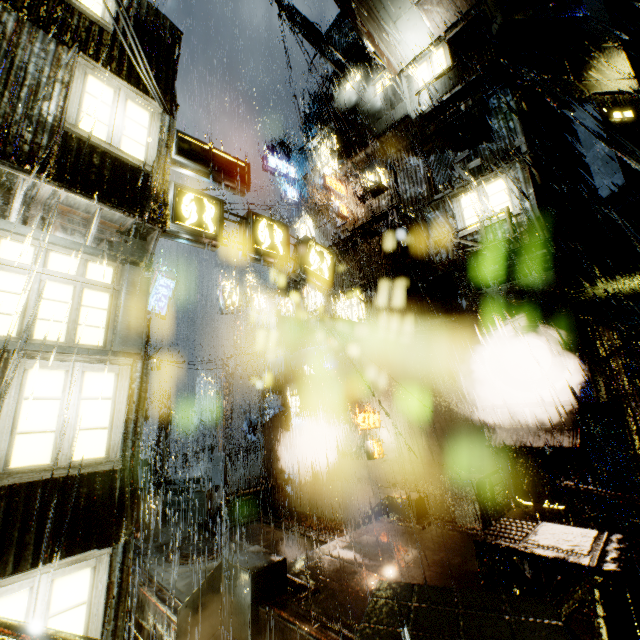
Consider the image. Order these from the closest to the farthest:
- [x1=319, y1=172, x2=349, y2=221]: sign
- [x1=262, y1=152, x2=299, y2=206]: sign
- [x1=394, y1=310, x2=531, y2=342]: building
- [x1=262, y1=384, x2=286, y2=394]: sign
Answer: [x1=394, y1=310, x2=531, y2=342]: building
[x1=319, y1=172, x2=349, y2=221]: sign
[x1=262, y1=384, x2=286, y2=394]: sign
[x1=262, y1=152, x2=299, y2=206]: sign

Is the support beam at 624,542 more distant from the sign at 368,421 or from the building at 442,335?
the sign at 368,421

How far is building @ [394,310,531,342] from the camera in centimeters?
1284cm

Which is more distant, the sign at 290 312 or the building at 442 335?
the sign at 290 312

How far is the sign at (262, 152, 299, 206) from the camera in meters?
23.6

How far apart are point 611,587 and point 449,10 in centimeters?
2036cm

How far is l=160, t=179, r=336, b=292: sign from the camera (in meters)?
7.96

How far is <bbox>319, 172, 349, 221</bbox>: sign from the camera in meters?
17.9 m
